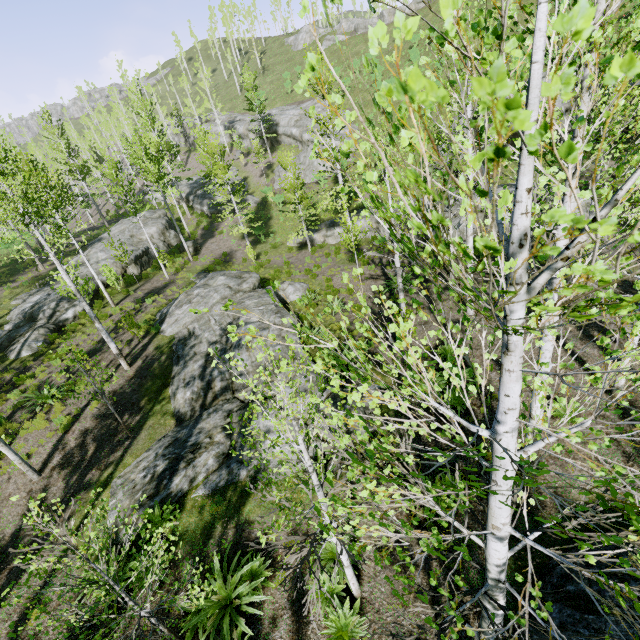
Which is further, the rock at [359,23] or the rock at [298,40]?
the rock at [298,40]

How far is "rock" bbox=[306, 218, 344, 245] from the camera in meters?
25.5

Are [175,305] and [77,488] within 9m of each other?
no

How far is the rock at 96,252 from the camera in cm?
2328

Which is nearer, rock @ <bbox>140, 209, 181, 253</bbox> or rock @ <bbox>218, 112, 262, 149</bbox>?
rock @ <bbox>140, 209, 181, 253</bbox>

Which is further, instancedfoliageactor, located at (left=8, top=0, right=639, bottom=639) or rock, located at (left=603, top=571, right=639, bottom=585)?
A: rock, located at (left=603, top=571, right=639, bottom=585)

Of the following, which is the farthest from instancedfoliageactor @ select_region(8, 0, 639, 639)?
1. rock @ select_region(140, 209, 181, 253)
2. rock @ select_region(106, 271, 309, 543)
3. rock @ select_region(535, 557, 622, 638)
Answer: rock @ select_region(106, 271, 309, 543)

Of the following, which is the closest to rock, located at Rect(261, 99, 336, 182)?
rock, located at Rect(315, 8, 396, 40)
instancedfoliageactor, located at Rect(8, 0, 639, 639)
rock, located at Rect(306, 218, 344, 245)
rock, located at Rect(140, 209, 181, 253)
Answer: instancedfoliageactor, located at Rect(8, 0, 639, 639)
